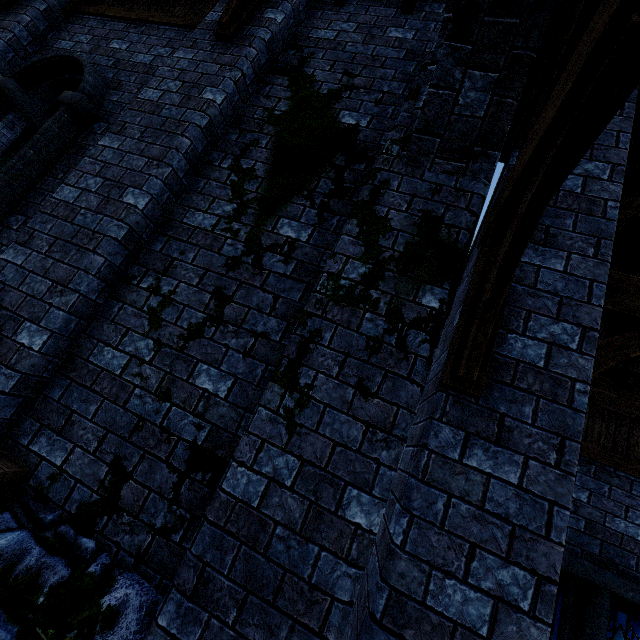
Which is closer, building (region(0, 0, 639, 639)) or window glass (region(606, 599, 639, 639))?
building (region(0, 0, 639, 639))

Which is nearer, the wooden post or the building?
the building

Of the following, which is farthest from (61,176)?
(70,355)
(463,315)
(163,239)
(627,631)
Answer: (627,631)

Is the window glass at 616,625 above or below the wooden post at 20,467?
above

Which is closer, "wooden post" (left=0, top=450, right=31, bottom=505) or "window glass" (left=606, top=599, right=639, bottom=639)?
"wooden post" (left=0, top=450, right=31, bottom=505)

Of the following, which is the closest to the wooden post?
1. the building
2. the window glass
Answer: the building

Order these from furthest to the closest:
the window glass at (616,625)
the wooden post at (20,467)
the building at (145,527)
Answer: the window glass at (616,625) < the wooden post at (20,467) < the building at (145,527)
